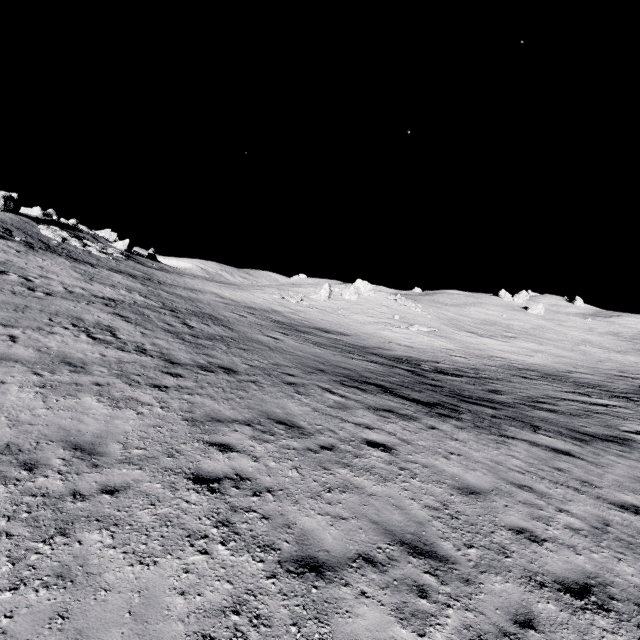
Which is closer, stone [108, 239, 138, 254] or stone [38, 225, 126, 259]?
stone [38, 225, 126, 259]

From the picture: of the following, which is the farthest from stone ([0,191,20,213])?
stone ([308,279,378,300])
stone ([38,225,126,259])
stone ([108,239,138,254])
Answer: stone ([308,279,378,300])

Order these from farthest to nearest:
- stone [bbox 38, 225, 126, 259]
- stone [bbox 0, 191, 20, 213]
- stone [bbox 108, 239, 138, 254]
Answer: stone [bbox 108, 239, 138, 254] → stone [bbox 0, 191, 20, 213] → stone [bbox 38, 225, 126, 259]

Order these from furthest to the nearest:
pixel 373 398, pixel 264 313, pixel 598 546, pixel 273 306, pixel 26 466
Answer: pixel 273 306 < pixel 264 313 < pixel 373 398 < pixel 598 546 < pixel 26 466

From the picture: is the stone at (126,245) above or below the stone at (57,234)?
above

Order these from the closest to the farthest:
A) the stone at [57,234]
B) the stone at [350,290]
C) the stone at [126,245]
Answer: the stone at [57,234], the stone at [350,290], the stone at [126,245]

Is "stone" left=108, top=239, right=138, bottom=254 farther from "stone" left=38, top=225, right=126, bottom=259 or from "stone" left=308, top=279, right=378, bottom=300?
"stone" left=308, top=279, right=378, bottom=300
